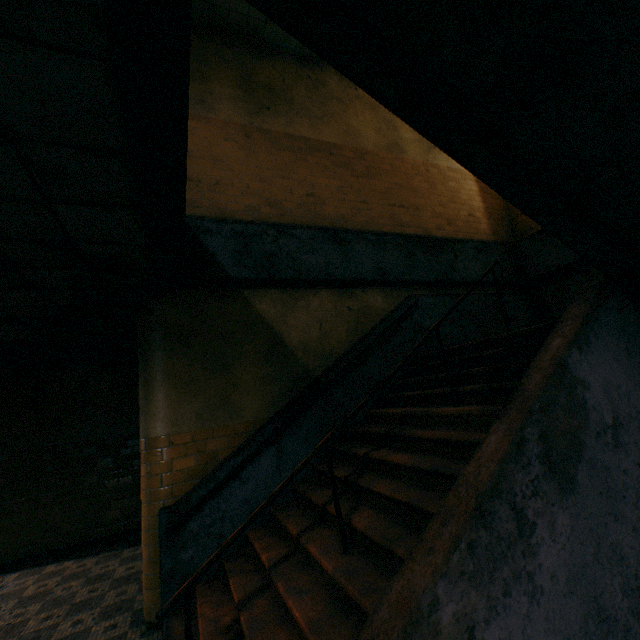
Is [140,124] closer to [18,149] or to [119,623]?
[18,149]
